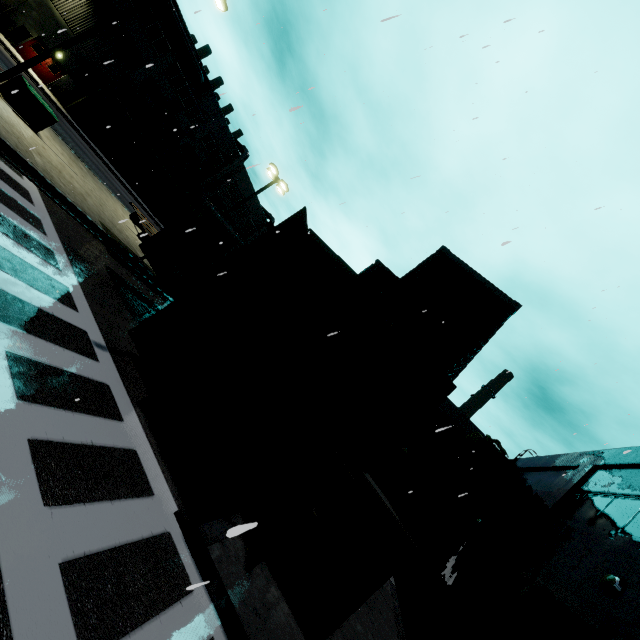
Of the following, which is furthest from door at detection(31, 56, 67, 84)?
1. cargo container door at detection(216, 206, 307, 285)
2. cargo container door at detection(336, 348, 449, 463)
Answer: cargo container door at detection(336, 348, 449, 463)

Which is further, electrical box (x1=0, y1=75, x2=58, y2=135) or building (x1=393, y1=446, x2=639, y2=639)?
electrical box (x1=0, y1=75, x2=58, y2=135)

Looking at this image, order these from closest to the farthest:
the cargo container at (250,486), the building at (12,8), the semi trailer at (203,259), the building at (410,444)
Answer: the cargo container at (250,486), the semi trailer at (203,259), the building at (410,444), the building at (12,8)

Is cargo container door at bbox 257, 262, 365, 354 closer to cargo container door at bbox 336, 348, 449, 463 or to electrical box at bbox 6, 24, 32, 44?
cargo container door at bbox 336, 348, 449, 463

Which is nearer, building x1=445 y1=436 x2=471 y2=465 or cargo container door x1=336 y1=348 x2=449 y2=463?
cargo container door x1=336 y1=348 x2=449 y2=463

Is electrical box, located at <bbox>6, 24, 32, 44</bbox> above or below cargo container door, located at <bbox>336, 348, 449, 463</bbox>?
below

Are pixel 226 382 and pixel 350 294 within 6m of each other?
yes

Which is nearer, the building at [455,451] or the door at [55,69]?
the building at [455,451]
